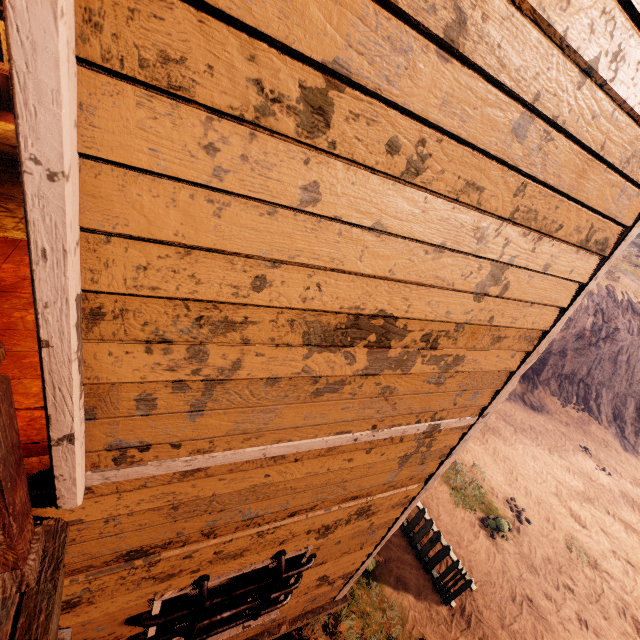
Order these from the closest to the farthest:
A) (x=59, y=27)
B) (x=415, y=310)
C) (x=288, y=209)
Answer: (x=59, y=27) < (x=288, y=209) < (x=415, y=310)

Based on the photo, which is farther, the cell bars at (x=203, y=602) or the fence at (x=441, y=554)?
the fence at (x=441, y=554)

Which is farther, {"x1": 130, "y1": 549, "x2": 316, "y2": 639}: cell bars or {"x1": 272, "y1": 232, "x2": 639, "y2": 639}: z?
{"x1": 272, "y1": 232, "x2": 639, "y2": 639}: z

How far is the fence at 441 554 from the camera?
6.02m

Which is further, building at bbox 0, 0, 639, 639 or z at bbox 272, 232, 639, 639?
z at bbox 272, 232, 639, 639

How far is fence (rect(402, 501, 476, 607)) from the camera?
6.0m

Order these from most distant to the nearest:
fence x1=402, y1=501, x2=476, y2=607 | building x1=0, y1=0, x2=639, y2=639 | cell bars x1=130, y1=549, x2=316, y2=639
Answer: fence x1=402, y1=501, x2=476, y2=607 → cell bars x1=130, y1=549, x2=316, y2=639 → building x1=0, y1=0, x2=639, y2=639

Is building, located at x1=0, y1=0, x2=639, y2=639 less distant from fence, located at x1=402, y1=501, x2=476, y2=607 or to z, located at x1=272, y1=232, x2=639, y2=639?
z, located at x1=272, y1=232, x2=639, y2=639
